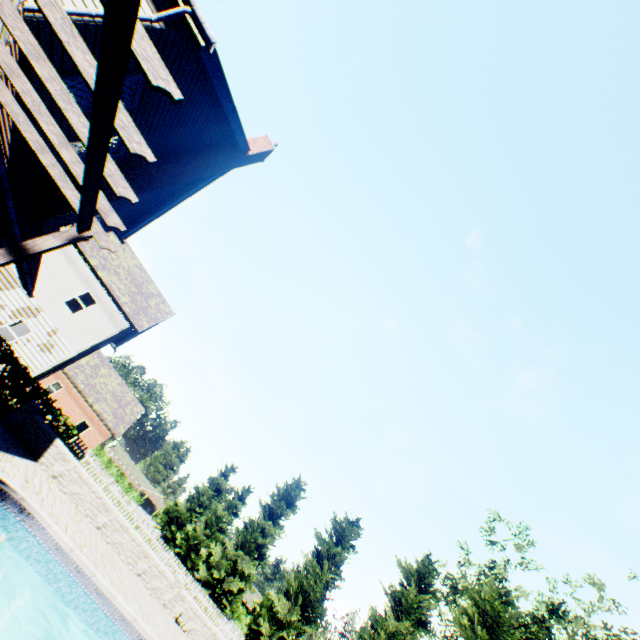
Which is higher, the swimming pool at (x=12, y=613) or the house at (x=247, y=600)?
the house at (x=247, y=600)

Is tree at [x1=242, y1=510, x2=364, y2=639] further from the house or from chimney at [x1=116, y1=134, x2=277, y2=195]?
chimney at [x1=116, y1=134, x2=277, y2=195]

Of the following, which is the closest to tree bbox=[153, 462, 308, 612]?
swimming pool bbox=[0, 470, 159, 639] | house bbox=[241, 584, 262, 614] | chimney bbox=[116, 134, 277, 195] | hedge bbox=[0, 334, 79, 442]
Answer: house bbox=[241, 584, 262, 614]

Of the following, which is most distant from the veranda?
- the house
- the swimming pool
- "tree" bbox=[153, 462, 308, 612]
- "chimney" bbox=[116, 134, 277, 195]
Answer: the house

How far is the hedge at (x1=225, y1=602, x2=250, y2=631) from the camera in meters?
40.7 m

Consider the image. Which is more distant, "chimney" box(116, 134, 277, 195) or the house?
the house

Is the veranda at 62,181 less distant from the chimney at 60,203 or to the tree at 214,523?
the chimney at 60,203

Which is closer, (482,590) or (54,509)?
(54,509)
